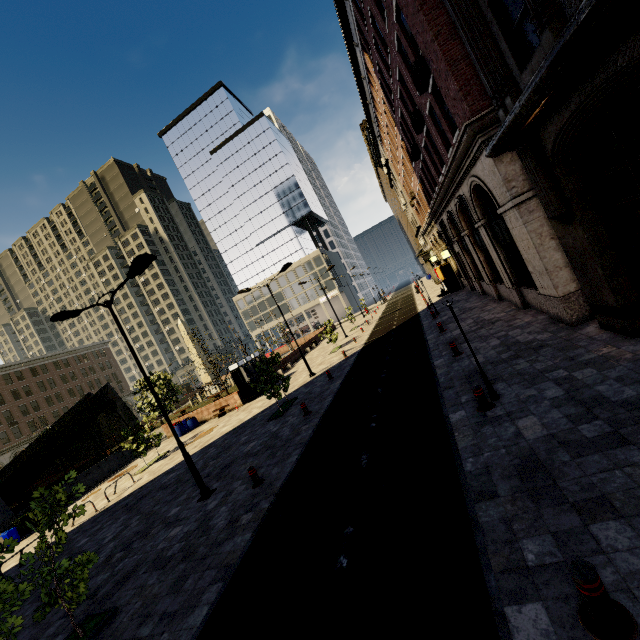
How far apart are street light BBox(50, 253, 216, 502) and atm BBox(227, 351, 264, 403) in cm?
1400

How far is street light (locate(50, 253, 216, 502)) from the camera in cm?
1017

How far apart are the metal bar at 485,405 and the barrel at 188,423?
23.44m

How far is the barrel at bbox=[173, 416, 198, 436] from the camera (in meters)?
25.41

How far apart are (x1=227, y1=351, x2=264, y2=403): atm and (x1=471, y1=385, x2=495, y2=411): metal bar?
19.87m

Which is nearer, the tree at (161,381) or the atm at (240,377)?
the atm at (240,377)

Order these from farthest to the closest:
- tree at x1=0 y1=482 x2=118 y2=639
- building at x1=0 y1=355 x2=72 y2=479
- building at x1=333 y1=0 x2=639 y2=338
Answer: building at x1=0 y1=355 x2=72 y2=479 < tree at x1=0 y1=482 x2=118 y2=639 < building at x1=333 y1=0 x2=639 y2=338

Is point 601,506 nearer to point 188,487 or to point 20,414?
point 188,487
